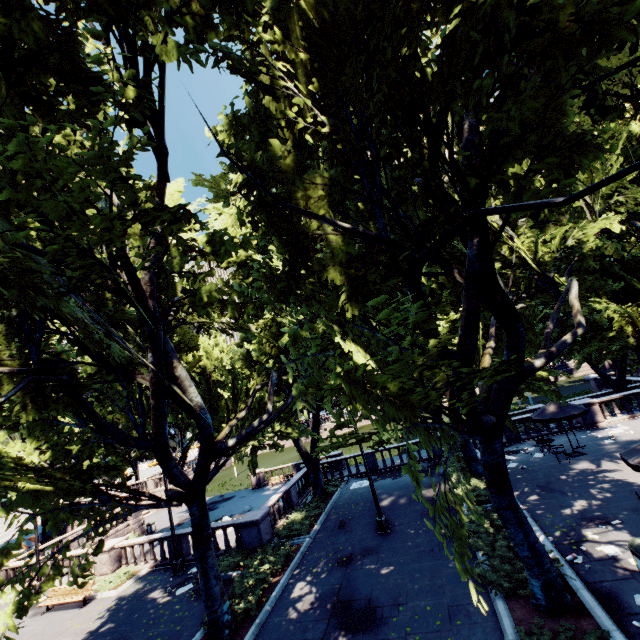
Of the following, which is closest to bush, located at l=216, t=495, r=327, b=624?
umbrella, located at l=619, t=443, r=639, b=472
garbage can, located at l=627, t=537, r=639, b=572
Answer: A: garbage can, located at l=627, t=537, r=639, b=572

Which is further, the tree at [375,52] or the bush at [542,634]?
the bush at [542,634]

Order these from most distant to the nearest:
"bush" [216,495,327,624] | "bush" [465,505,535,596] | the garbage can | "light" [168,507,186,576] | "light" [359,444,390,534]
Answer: "light" [168,507,186,576] < "light" [359,444,390,534] < "bush" [216,495,327,624] < "bush" [465,505,535,596] < the garbage can

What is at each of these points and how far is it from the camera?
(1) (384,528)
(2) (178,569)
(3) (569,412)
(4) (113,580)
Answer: (1) light, 14.95m
(2) light, 16.62m
(3) umbrella, 17.22m
(4) bush, 17.05m

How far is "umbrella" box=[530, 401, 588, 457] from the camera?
17.14m

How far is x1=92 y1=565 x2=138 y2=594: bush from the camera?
16.83m

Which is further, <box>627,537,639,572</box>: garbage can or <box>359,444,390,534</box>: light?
<box>359,444,390,534</box>: light

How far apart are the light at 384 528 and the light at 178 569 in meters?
9.7
